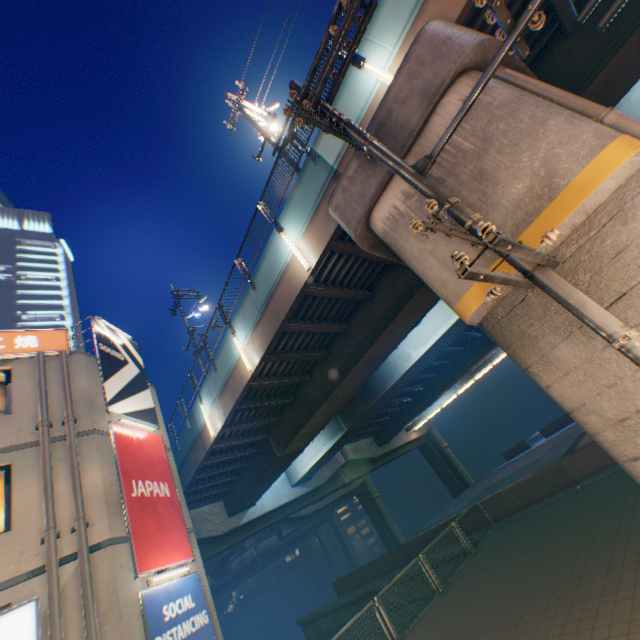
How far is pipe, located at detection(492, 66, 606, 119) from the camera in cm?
472

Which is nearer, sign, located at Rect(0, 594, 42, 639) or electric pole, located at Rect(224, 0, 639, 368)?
electric pole, located at Rect(224, 0, 639, 368)

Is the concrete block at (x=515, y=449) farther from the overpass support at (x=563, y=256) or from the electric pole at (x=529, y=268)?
the electric pole at (x=529, y=268)

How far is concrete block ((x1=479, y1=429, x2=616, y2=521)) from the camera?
11.6 meters

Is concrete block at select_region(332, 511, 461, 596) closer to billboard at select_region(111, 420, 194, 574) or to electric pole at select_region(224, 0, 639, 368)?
electric pole at select_region(224, 0, 639, 368)

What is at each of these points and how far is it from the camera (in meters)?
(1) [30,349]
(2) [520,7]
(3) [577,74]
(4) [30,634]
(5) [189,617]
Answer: (1) sign, 9.88
(2) overpass support, 7.18
(3) overpass support, 7.70
(4) sign, 6.07
(5) billboard, 8.53

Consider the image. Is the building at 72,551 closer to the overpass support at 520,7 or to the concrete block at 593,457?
the overpass support at 520,7

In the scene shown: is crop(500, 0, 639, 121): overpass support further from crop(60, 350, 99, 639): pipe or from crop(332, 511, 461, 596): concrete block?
crop(60, 350, 99, 639): pipe
